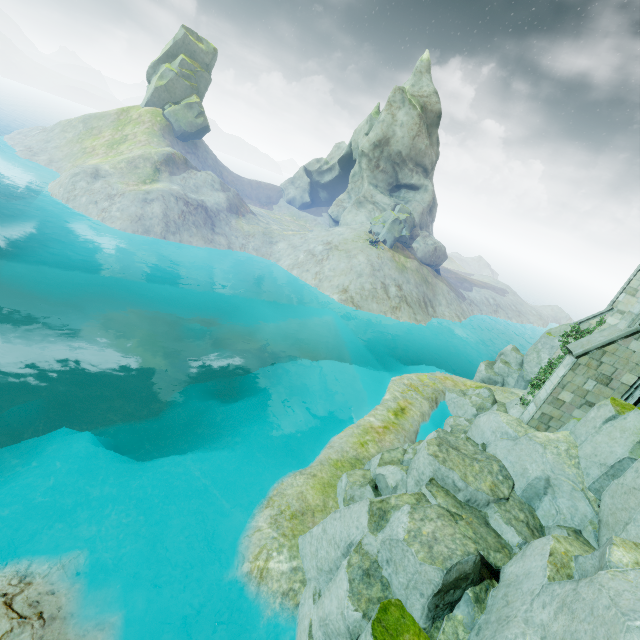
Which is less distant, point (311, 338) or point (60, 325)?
point (60, 325)

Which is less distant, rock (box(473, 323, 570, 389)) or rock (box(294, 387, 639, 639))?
rock (box(294, 387, 639, 639))

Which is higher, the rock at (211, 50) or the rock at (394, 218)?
the rock at (211, 50)

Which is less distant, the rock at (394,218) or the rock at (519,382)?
the rock at (519,382)

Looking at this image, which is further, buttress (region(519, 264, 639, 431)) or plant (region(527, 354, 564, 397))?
plant (region(527, 354, 564, 397))

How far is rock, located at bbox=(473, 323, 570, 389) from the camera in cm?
2580

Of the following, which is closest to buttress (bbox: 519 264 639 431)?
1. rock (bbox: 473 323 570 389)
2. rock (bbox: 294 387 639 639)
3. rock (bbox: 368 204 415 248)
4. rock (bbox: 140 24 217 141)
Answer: rock (bbox: 294 387 639 639)

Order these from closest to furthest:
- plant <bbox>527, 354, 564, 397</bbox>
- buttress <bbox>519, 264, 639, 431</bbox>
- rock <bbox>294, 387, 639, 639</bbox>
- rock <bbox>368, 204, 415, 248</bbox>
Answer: rock <bbox>294, 387, 639, 639</bbox> < buttress <bbox>519, 264, 639, 431</bbox> < plant <bbox>527, 354, 564, 397</bbox> < rock <bbox>368, 204, 415, 248</bbox>
